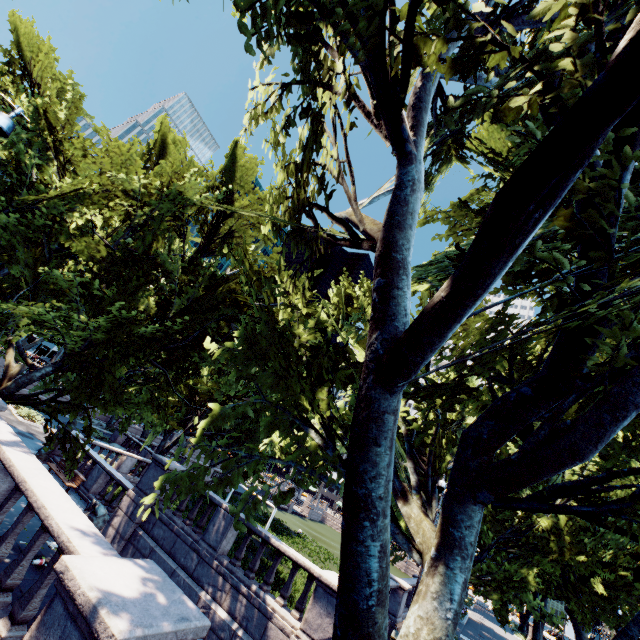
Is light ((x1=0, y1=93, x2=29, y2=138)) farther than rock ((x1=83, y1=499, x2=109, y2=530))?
No

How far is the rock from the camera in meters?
14.4

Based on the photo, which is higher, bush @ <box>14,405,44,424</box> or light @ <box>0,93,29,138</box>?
light @ <box>0,93,29,138</box>

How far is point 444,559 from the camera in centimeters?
444cm

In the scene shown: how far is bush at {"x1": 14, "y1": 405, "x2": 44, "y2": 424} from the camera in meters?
25.6 m

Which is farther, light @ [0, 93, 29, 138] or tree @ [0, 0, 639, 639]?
light @ [0, 93, 29, 138]

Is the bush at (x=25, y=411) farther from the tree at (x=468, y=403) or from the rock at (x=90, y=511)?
the rock at (x=90, y=511)
